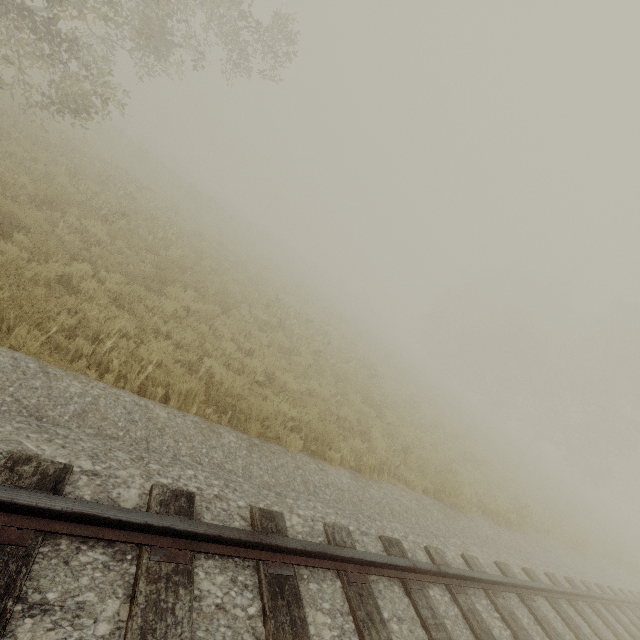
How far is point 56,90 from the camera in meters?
9.9 m
